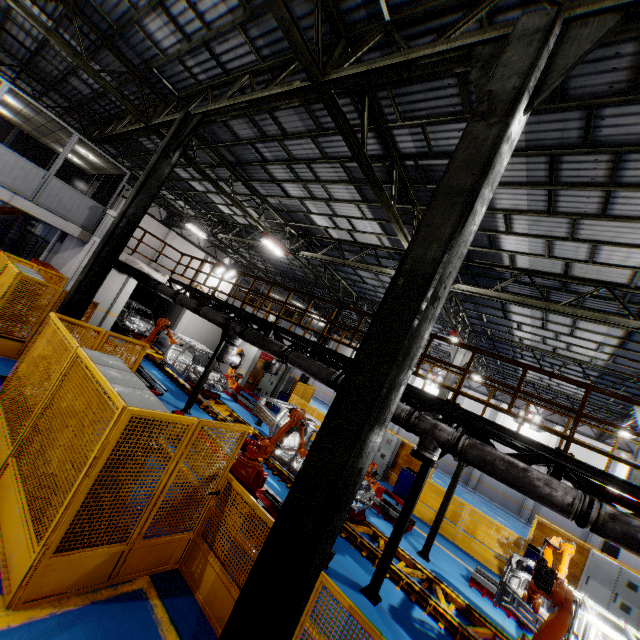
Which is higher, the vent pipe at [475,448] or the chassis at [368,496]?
the vent pipe at [475,448]

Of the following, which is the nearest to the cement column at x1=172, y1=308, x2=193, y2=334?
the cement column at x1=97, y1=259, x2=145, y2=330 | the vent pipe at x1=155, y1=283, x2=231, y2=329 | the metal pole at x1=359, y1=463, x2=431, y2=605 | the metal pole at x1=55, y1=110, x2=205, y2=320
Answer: the cement column at x1=97, y1=259, x2=145, y2=330

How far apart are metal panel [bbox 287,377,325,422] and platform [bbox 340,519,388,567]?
4.6 meters

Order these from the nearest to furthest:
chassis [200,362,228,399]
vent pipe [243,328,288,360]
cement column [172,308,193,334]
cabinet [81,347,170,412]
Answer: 1. cabinet [81,347,170,412]
2. vent pipe [243,328,288,360]
3. chassis [200,362,228,399]
4. cement column [172,308,193,334]

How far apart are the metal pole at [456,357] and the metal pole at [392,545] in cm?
1004

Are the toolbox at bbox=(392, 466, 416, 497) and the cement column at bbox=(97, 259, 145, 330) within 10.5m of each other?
no

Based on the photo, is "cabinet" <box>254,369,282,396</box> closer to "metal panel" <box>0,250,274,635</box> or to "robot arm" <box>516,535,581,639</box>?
"metal panel" <box>0,250,274,635</box>

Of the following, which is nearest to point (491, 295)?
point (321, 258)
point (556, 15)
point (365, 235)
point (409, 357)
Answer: point (365, 235)
